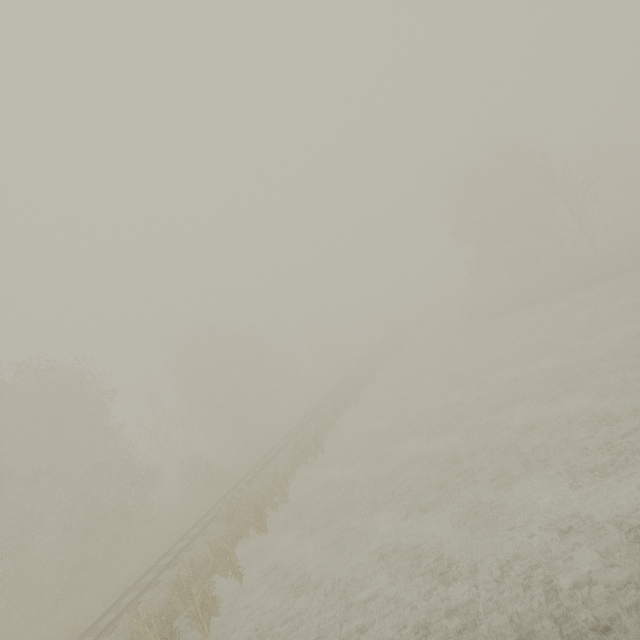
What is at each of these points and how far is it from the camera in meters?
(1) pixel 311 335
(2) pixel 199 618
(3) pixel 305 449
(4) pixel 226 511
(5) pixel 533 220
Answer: (1) tree, 58.5
(2) tree, 10.5
(3) tree, 20.6
(4) tree, 16.2
(5) tree, 29.9

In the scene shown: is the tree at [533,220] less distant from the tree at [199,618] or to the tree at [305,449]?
the tree at [305,449]

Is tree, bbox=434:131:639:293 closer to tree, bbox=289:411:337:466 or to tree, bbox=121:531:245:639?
tree, bbox=289:411:337:466

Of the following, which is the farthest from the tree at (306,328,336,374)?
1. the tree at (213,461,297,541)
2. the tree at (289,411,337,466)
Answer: the tree at (213,461,297,541)

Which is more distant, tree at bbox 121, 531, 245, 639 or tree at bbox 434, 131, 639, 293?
tree at bbox 434, 131, 639, 293
